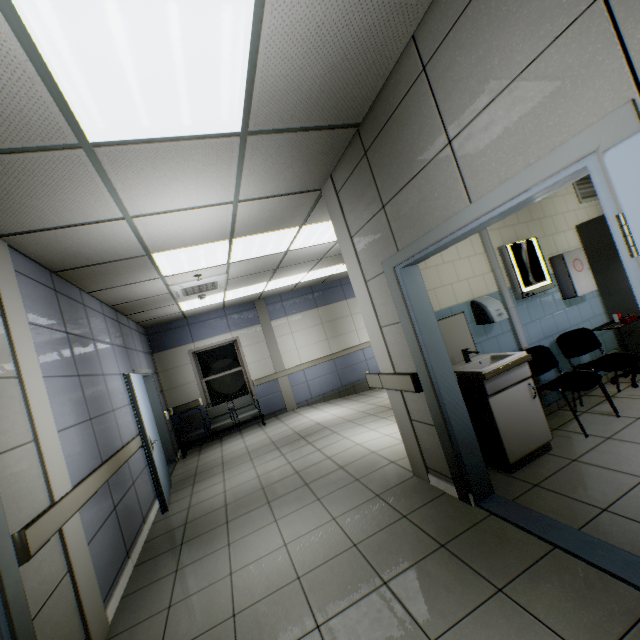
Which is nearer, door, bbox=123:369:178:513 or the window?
door, bbox=123:369:178:513

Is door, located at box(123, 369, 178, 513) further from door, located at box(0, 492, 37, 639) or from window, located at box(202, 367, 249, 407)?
door, located at box(0, 492, 37, 639)

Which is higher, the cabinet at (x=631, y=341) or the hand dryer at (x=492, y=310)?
the hand dryer at (x=492, y=310)

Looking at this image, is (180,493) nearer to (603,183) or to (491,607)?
(491,607)

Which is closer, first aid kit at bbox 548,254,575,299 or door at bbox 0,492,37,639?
door at bbox 0,492,37,639

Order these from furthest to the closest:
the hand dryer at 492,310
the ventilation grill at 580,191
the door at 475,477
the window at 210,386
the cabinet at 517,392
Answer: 1. the window at 210,386
2. the ventilation grill at 580,191
3. the hand dryer at 492,310
4. the cabinet at 517,392
5. the door at 475,477

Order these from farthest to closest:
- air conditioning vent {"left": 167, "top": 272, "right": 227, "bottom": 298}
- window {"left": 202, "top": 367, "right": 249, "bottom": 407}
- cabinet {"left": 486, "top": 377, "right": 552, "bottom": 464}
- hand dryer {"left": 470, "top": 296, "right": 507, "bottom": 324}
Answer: window {"left": 202, "top": 367, "right": 249, "bottom": 407} < air conditioning vent {"left": 167, "top": 272, "right": 227, "bottom": 298} < hand dryer {"left": 470, "top": 296, "right": 507, "bottom": 324} < cabinet {"left": 486, "top": 377, "right": 552, "bottom": 464}

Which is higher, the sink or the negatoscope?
the negatoscope
